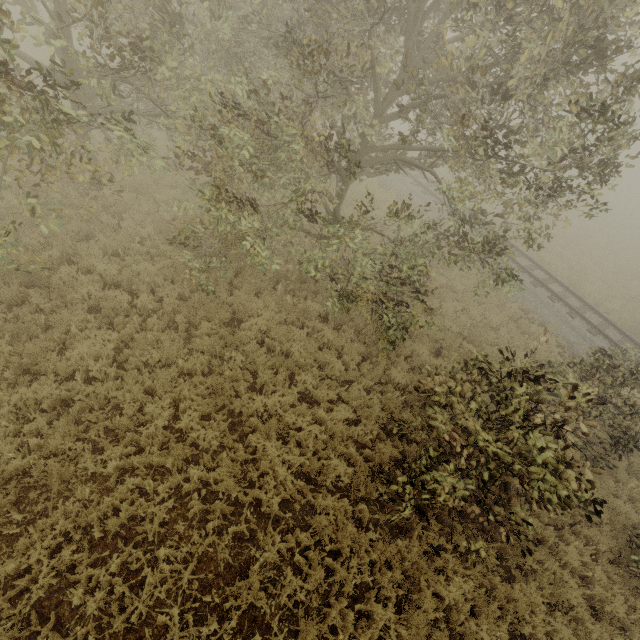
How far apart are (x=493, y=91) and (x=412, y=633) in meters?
A: 9.1

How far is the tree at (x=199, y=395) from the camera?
5.8 meters

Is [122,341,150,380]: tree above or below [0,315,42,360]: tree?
above

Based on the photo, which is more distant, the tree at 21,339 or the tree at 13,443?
the tree at 21,339

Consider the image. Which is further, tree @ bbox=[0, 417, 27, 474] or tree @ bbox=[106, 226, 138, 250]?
tree @ bbox=[106, 226, 138, 250]

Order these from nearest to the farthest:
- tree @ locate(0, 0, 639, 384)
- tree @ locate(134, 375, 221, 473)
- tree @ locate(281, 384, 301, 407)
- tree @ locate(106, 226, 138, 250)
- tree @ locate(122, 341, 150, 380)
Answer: tree @ locate(0, 0, 639, 384)
tree @ locate(134, 375, 221, 473)
tree @ locate(122, 341, 150, 380)
tree @ locate(281, 384, 301, 407)
tree @ locate(106, 226, 138, 250)
